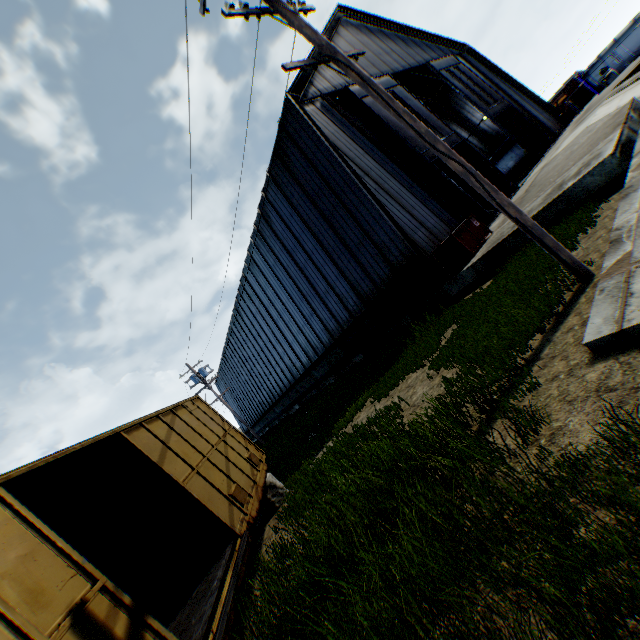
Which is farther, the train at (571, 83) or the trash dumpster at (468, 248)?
the train at (571, 83)

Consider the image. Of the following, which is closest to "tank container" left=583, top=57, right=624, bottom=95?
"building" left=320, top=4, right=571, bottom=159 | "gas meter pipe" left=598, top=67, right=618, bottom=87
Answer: "gas meter pipe" left=598, top=67, right=618, bottom=87

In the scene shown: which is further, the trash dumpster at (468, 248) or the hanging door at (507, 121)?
the hanging door at (507, 121)

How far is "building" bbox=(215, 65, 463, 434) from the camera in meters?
13.9 m

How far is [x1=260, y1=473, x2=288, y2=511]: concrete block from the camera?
9.3 meters

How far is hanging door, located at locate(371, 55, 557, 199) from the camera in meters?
18.6 m

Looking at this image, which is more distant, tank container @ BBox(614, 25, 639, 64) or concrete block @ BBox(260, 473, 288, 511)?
tank container @ BBox(614, 25, 639, 64)

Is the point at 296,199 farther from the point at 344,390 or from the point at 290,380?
the point at 290,380
